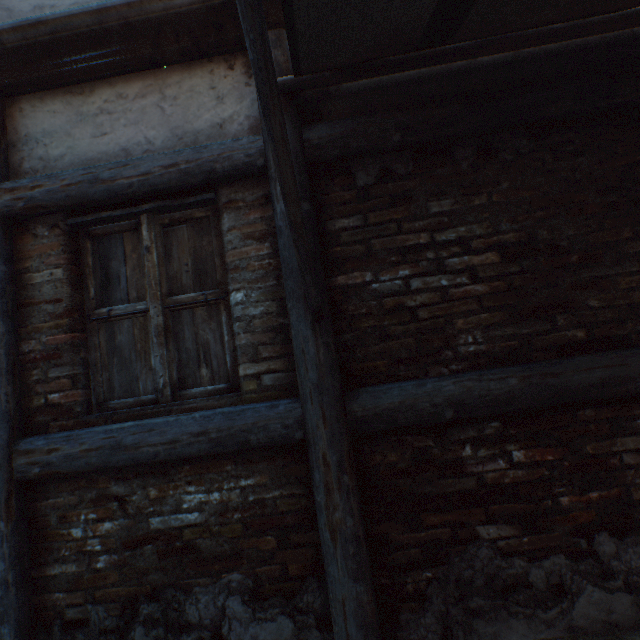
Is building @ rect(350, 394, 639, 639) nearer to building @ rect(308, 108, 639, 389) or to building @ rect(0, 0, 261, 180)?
building @ rect(308, 108, 639, 389)

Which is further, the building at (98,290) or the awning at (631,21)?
the building at (98,290)

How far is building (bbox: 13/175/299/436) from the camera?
2.0 meters

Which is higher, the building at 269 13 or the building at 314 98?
the building at 269 13

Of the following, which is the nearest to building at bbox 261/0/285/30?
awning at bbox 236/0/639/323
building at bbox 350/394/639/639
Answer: awning at bbox 236/0/639/323

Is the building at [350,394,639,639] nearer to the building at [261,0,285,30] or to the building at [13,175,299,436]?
the building at [13,175,299,436]

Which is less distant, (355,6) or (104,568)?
(355,6)
